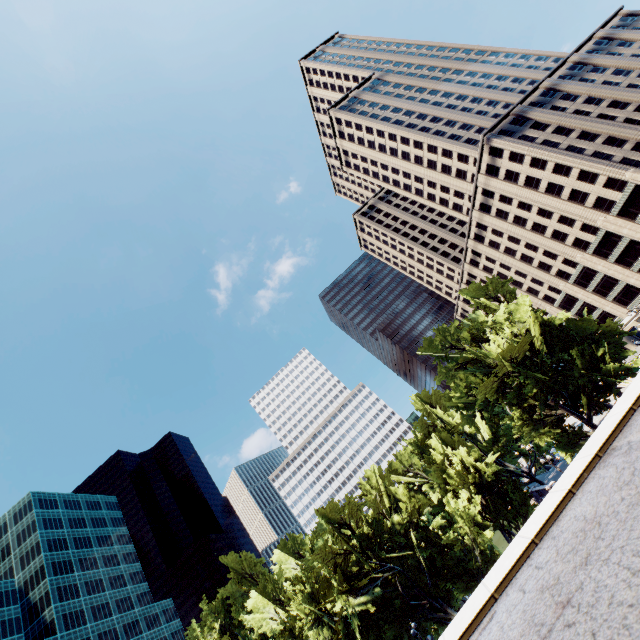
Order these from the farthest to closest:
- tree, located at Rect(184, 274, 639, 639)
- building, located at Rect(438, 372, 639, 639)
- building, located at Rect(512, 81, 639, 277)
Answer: building, located at Rect(512, 81, 639, 277) → tree, located at Rect(184, 274, 639, 639) → building, located at Rect(438, 372, 639, 639)

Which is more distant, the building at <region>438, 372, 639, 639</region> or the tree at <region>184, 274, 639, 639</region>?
the tree at <region>184, 274, 639, 639</region>

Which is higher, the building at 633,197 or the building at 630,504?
the building at 633,197

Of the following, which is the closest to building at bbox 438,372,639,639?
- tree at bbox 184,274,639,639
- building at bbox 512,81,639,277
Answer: tree at bbox 184,274,639,639

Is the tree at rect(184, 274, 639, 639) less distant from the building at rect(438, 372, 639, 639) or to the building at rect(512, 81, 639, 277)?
the building at rect(512, 81, 639, 277)

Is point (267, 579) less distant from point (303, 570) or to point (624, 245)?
point (303, 570)

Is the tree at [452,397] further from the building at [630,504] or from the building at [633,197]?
the building at [630,504]
